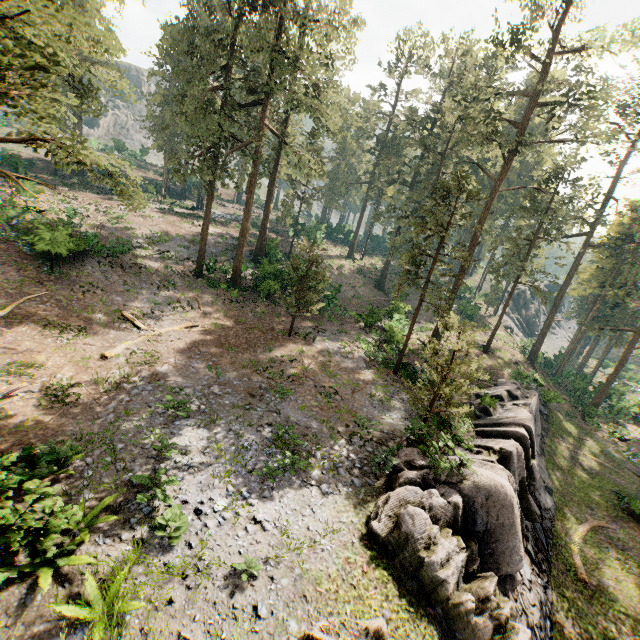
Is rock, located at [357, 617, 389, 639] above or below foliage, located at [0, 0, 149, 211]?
below

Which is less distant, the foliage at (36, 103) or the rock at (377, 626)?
the foliage at (36, 103)

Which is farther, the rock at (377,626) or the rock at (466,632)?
the rock at (466,632)

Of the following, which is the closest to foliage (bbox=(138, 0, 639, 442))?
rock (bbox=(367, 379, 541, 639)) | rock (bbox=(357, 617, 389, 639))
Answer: rock (bbox=(357, 617, 389, 639))

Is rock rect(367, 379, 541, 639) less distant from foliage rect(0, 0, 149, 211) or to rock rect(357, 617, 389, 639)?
rock rect(357, 617, 389, 639)

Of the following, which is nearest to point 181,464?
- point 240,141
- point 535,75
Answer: point 240,141
